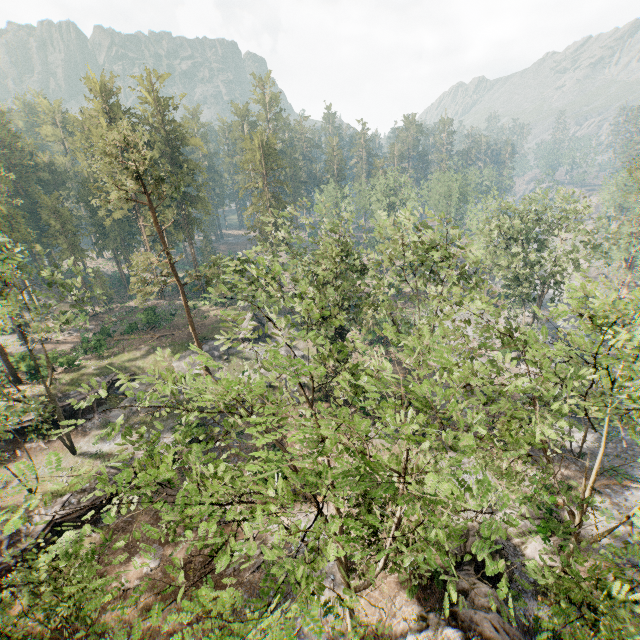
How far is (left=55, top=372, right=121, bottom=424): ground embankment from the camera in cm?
3064

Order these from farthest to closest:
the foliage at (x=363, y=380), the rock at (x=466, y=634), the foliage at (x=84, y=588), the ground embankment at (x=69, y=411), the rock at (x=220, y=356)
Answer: the rock at (x=220, y=356) < the ground embankment at (x=69, y=411) < the rock at (x=466, y=634) < the foliage at (x=84, y=588) < the foliage at (x=363, y=380)

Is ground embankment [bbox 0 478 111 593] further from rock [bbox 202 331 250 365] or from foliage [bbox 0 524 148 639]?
rock [bbox 202 331 250 365]

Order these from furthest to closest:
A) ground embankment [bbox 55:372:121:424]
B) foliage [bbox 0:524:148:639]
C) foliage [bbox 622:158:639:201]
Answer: foliage [bbox 622:158:639:201], ground embankment [bbox 55:372:121:424], foliage [bbox 0:524:148:639]

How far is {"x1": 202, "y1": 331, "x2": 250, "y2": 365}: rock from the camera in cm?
3869

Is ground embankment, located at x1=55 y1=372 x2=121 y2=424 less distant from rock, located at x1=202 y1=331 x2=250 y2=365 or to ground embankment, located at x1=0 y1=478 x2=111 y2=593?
rock, located at x1=202 y1=331 x2=250 y2=365

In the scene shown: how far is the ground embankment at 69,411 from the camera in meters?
30.6 m

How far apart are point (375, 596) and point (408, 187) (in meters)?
51.07
